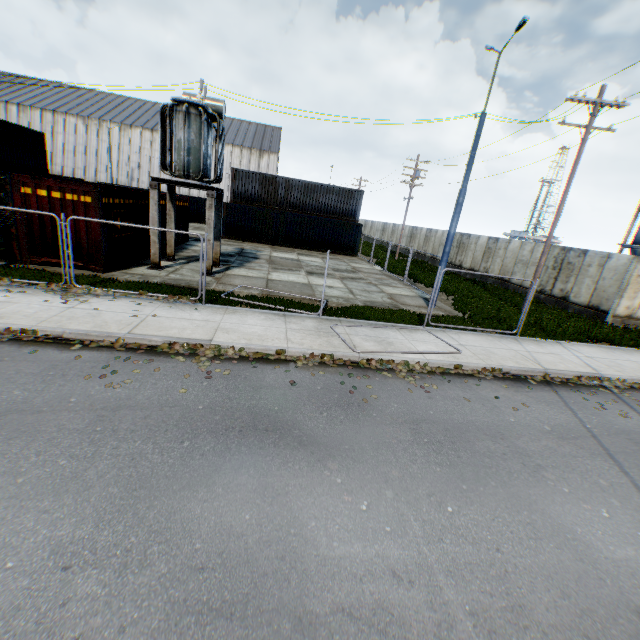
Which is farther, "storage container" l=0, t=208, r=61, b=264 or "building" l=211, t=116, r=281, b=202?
"building" l=211, t=116, r=281, b=202

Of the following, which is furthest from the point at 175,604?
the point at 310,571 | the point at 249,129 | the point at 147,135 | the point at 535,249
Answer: the point at 249,129

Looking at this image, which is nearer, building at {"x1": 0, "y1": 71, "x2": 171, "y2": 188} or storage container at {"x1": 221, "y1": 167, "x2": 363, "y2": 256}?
storage container at {"x1": 221, "y1": 167, "x2": 363, "y2": 256}

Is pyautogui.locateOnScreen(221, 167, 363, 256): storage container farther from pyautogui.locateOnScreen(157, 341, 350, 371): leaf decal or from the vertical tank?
the vertical tank

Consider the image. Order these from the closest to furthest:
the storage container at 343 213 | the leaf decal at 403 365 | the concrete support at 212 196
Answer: the leaf decal at 403 365
the concrete support at 212 196
the storage container at 343 213

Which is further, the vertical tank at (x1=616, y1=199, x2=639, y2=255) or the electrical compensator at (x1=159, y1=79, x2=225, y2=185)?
the vertical tank at (x1=616, y1=199, x2=639, y2=255)

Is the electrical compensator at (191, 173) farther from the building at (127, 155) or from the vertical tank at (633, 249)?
the vertical tank at (633, 249)

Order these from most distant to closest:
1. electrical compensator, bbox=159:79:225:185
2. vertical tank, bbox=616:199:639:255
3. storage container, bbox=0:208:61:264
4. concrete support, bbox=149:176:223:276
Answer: vertical tank, bbox=616:199:639:255
concrete support, bbox=149:176:223:276
electrical compensator, bbox=159:79:225:185
storage container, bbox=0:208:61:264
